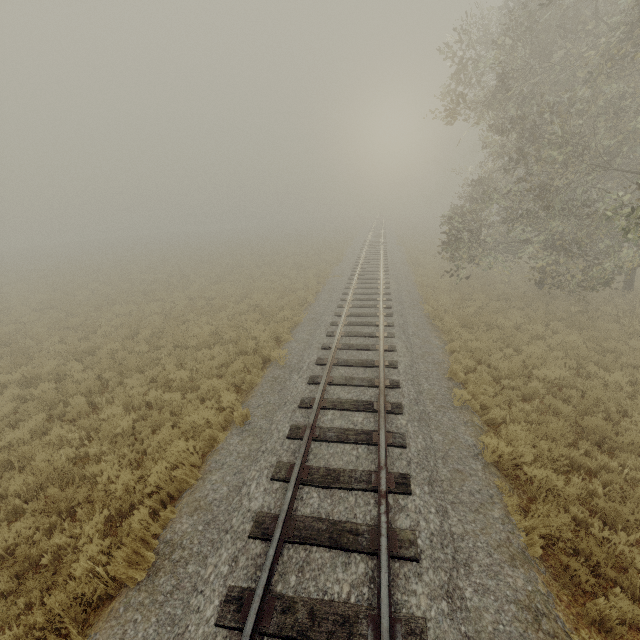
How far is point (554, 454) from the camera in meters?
6.3 m
